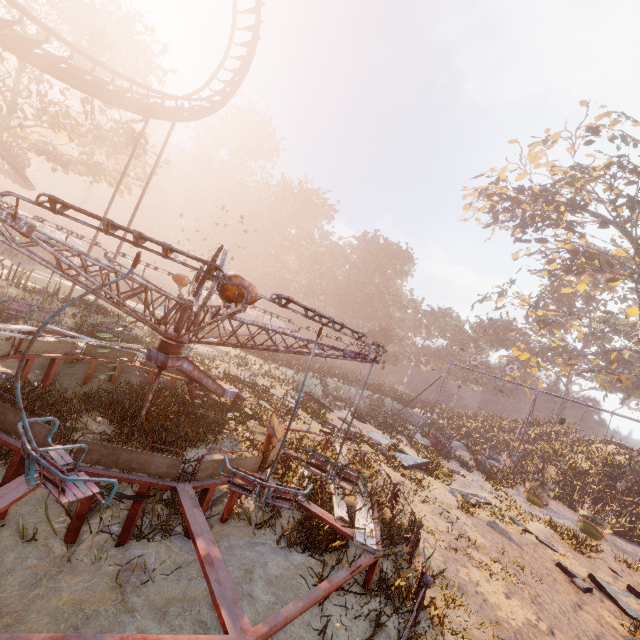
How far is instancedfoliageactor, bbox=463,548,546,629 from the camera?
6.3m

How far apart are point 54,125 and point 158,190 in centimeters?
3802cm

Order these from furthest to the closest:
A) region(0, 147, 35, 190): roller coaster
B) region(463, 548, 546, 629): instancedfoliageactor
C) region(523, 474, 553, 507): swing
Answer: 1. region(0, 147, 35, 190): roller coaster
2. region(523, 474, 553, 507): swing
3. region(463, 548, 546, 629): instancedfoliageactor

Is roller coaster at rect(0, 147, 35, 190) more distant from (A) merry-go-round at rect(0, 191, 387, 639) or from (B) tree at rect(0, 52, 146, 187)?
(A) merry-go-round at rect(0, 191, 387, 639)

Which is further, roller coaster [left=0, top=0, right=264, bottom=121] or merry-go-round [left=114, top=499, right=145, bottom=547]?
roller coaster [left=0, top=0, right=264, bottom=121]

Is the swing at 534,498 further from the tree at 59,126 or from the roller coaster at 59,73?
the tree at 59,126

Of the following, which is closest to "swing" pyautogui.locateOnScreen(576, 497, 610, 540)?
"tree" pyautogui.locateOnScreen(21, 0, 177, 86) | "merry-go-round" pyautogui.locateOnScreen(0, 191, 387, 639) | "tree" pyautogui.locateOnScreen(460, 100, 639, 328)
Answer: "tree" pyautogui.locateOnScreen(460, 100, 639, 328)

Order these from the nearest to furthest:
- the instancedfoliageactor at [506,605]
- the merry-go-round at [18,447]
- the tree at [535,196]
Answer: the merry-go-round at [18,447]
the instancedfoliageactor at [506,605]
the tree at [535,196]
